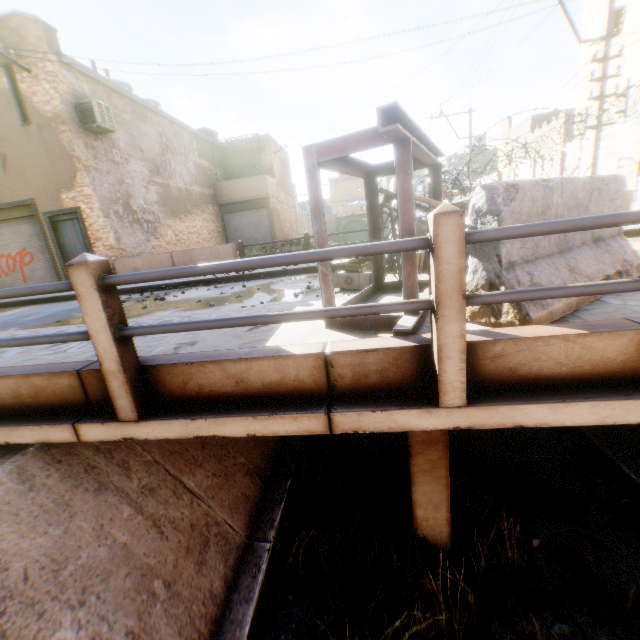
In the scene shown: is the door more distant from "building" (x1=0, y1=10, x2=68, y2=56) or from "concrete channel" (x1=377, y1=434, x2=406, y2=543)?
"concrete channel" (x1=377, y1=434, x2=406, y2=543)

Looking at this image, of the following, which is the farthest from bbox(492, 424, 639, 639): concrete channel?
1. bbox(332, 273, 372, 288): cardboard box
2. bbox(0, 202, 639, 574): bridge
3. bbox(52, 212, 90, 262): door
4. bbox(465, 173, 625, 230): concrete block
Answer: bbox(52, 212, 90, 262): door

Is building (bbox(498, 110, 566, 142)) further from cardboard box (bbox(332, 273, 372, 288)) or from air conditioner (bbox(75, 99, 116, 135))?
cardboard box (bbox(332, 273, 372, 288))

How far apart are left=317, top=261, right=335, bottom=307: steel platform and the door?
9.8m

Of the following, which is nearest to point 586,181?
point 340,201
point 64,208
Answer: point 64,208

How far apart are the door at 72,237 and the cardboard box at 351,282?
9.7m

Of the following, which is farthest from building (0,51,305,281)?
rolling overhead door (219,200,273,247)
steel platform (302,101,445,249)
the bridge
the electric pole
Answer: the electric pole

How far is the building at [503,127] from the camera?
21.1m
